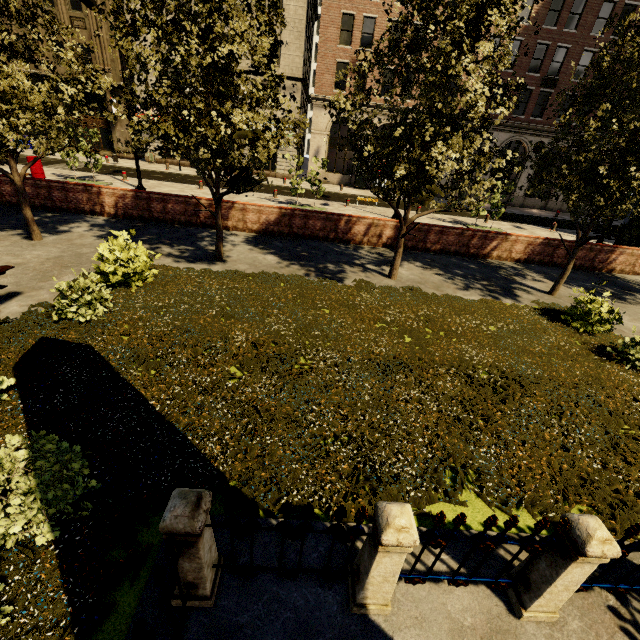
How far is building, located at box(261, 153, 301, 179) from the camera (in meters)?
30.20

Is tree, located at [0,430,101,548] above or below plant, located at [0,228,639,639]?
above

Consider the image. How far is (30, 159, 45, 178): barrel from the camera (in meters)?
18.49

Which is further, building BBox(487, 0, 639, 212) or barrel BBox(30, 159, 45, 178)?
building BBox(487, 0, 639, 212)

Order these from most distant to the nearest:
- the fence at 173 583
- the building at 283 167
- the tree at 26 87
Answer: the building at 283 167 < the tree at 26 87 < the fence at 173 583

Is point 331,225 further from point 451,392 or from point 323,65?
point 323,65

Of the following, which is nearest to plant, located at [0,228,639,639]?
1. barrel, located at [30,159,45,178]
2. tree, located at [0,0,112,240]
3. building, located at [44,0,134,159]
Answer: tree, located at [0,0,112,240]

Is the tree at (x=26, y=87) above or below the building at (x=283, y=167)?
above
